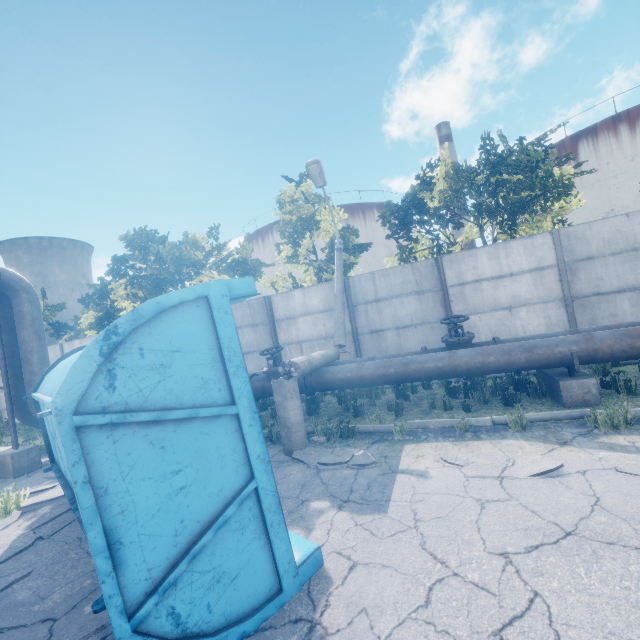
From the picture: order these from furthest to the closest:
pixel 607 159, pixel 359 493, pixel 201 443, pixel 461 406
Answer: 1. pixel 607 159
2. pixel 461 406
3. pixel 359 493
4. pixel 201 443

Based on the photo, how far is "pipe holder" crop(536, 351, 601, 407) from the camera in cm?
581

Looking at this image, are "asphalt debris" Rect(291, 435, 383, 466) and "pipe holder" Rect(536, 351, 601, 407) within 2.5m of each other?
no

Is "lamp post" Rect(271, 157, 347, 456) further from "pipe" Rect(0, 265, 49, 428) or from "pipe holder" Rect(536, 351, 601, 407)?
"pipe holder" Rect(536, 351, 601, 407)

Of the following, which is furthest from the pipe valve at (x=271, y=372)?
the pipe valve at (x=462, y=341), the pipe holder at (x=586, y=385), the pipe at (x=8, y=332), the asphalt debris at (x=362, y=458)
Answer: the pipe holder at (x=586, y=385)

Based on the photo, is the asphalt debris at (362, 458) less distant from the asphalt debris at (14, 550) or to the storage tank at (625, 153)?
the asphalt debris at (14, 550)

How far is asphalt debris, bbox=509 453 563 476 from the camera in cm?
394

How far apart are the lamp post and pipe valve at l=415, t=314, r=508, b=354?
2.0m
